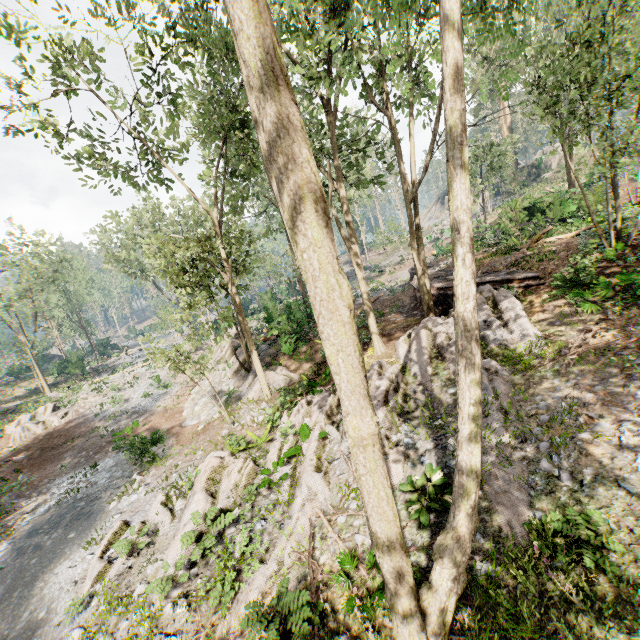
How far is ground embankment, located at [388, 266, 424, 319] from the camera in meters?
19.6 m

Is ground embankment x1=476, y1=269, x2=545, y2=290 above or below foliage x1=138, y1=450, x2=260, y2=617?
above

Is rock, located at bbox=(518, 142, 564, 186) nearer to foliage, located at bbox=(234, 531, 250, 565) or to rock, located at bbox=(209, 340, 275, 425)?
foliage, located at bbox=(234, 531, 250, 565)

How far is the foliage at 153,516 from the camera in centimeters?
962cm

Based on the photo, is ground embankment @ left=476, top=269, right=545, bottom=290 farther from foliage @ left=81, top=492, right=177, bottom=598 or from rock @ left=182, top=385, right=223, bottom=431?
rock @ left=182, top=385, right=223, bottom=431

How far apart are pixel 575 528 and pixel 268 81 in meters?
7.9

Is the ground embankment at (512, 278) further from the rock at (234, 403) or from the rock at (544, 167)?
the rock at (544, 167)
